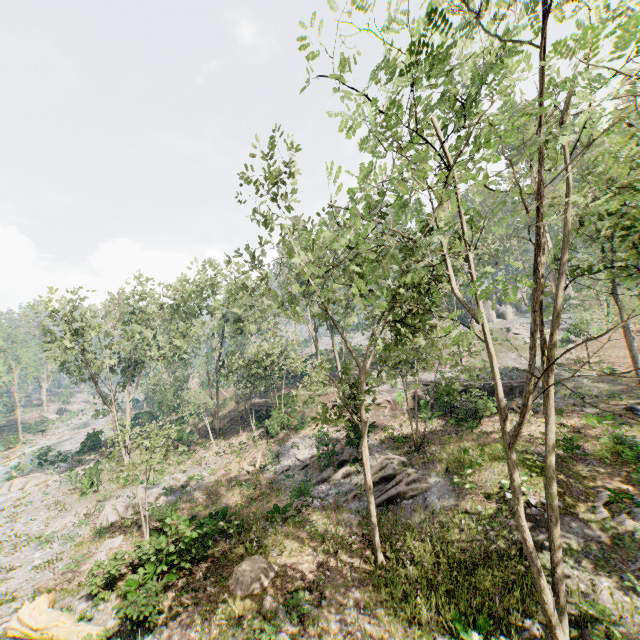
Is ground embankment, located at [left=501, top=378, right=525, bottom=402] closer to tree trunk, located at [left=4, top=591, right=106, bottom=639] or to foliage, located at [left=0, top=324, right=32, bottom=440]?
foliage, located at [left=0, top=324, right=32, bottom=440]

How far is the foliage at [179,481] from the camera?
25.0 meters

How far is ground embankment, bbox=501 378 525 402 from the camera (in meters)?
28.81

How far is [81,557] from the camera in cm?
1664

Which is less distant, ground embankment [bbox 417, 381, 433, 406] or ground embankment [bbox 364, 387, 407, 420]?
ground embankment [bbox 417, 381, 433, 406]

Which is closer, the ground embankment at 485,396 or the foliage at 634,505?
the foliage at 634,505

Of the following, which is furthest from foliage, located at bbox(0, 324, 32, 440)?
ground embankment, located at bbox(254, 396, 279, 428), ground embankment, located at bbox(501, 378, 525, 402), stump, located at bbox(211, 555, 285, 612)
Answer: stump, located at bbox(211, 555, 285, 612)
